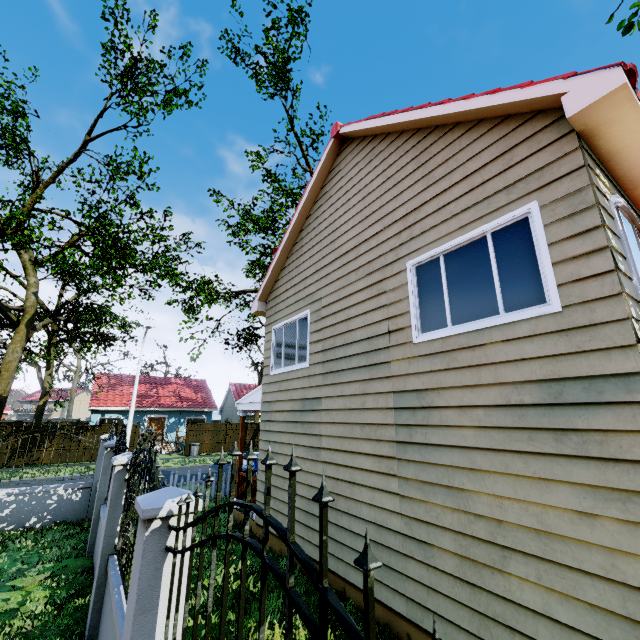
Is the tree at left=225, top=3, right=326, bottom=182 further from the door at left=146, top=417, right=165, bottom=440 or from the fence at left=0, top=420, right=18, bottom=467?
the door at left=146, top=417, right=165, bottom=440

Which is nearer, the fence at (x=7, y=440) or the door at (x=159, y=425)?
the fence at (x=7, y=440)

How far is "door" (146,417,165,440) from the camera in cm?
2895

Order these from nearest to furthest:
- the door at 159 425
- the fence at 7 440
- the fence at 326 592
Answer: the fence at 326 592
the fence at 7 440
the door at 159 425

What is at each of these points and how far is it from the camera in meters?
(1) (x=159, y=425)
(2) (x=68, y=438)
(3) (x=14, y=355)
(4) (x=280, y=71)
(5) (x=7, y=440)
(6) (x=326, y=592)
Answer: (1) door, 29.3 m
(2) fence, 9.9 m
(3) tree, 11.6 m
(4) tree, 17.6 m
(5) fence, 20.3 m
(6) fence, 0.9 m

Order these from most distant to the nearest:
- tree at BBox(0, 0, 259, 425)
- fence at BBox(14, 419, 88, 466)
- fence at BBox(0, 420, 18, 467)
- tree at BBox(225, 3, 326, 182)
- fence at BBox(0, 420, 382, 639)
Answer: tree at BBox(225, 3, 326, 182)
tree at BBox(0, 0, 259, 425)
fence at BBox(14, 419, 88, 466)
fence at BBox(0, 420, 18, 467)
fence at BBox(0, 420, 382, 639)

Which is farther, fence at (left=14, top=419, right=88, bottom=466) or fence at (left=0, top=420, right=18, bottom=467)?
fence at (left=14, top=419, right=88, bottom=466)
